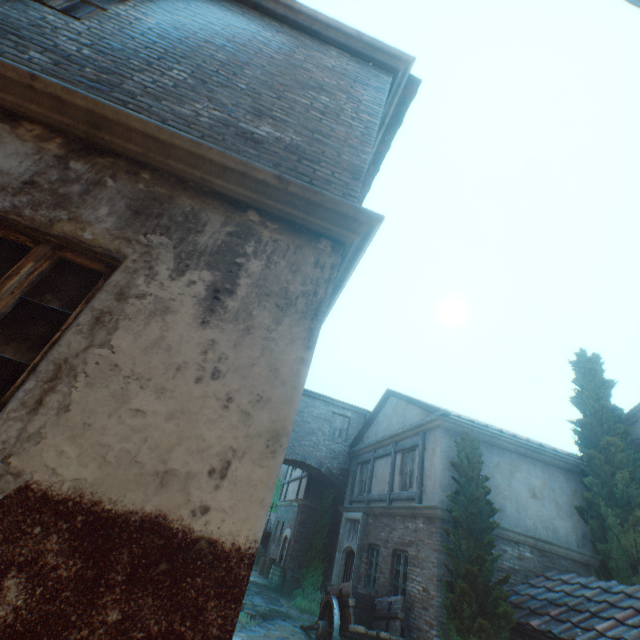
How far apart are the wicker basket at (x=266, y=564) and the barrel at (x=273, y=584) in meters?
1.8 m

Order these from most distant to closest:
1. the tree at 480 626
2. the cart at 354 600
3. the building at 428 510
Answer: the cart at 354 600
the tree at 480 626
the building at 428 510

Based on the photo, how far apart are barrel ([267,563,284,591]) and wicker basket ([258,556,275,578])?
1.8m

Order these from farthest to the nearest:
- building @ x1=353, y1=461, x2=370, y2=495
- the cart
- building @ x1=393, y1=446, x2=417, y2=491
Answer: building @ x1=353, y1=461, x2=370, y2=495
building @ x1=393, y1=446, x2=417, y2=491
the cart

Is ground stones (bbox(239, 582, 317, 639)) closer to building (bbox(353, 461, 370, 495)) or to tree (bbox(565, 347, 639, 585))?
building (bbox(353, 461, 370, 495))

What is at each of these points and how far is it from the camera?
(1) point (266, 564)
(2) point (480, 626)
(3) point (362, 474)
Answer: (1) wicker basket, 17.5 meters
(2) tree, 6.7 meters
(3) building, 14.9 meters

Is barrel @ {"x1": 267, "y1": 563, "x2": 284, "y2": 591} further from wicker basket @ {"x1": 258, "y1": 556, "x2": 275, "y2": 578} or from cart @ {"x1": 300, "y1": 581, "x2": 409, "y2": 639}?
cart @ {"x1": 300, "y1": 581, "x2": 409, "y2": 639}

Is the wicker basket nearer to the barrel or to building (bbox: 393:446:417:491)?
building (bbox: 393:446:417:491)
